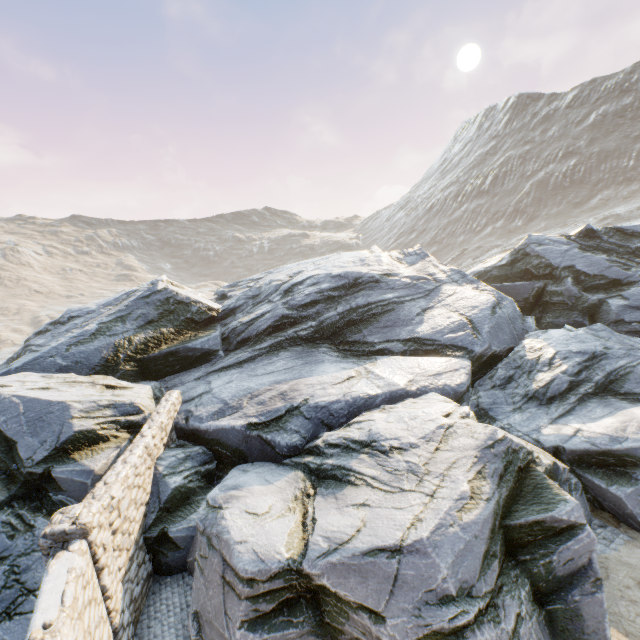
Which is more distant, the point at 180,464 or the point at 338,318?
the point at 338,318
